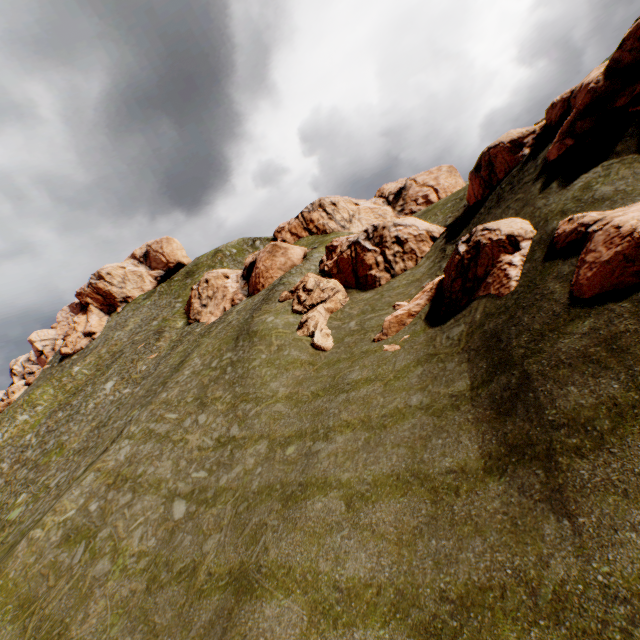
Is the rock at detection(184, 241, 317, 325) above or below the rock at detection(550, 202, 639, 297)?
above

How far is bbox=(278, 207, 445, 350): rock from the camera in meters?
27.3 m

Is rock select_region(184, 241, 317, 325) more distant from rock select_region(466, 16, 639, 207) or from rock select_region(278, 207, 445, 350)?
rock select_region(466, 16, 639, 207)

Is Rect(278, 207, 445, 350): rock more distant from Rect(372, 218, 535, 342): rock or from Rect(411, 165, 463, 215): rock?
Rect(411, 165, 463, 215): rock

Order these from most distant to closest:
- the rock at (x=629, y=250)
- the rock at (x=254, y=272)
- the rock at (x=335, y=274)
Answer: the rock at (x=254, y=272)
the rock at (x=335, y=274)
the rock at (x=629, y=250)

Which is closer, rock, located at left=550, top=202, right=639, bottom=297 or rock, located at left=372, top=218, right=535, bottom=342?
rock, located at left=550, top=202, right=639, bottom=297

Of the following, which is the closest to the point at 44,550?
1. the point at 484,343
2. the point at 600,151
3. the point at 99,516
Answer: the point at 99,516

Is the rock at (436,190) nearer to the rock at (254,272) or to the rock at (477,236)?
the rock at (254,272)
